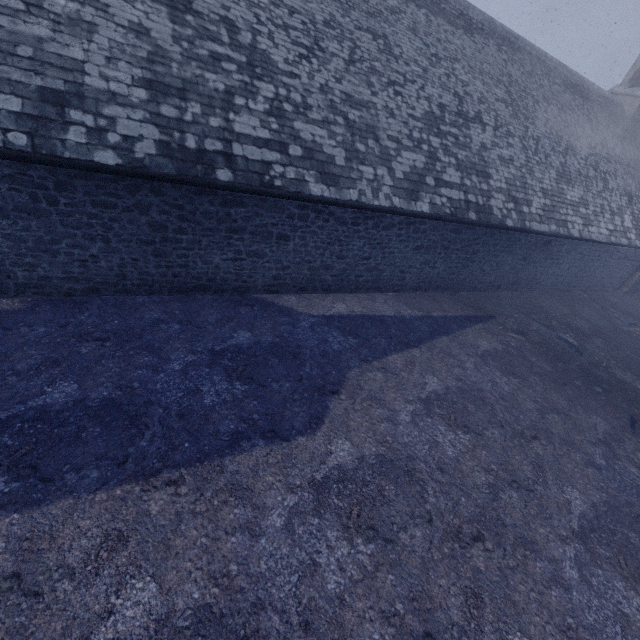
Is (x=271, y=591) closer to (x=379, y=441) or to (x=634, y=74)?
(x=379, y=441)
